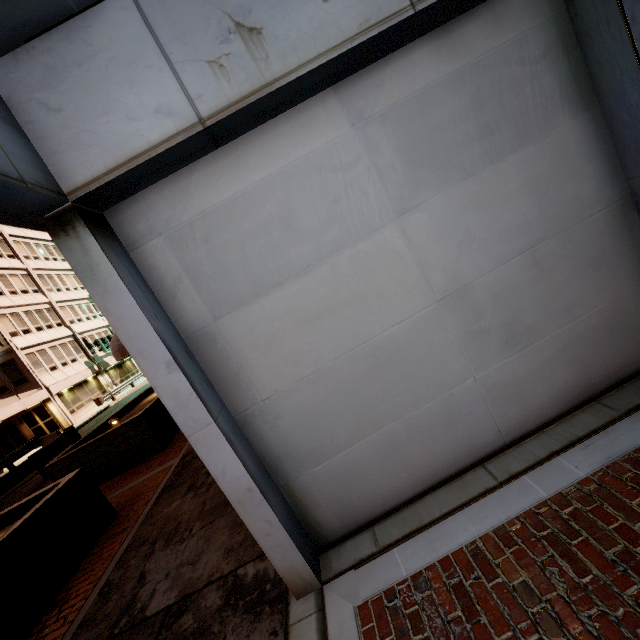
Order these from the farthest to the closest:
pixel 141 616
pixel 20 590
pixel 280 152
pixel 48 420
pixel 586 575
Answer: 1. pixel 48 420
2. pixel 20 590
3. pixel 141 616
4. pixel 280 152
5. pixel 586 575

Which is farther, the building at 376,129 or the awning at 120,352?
the awning at 120,352

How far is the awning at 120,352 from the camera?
14.9m

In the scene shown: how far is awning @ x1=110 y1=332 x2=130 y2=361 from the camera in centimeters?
1488cm

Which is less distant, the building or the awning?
the building
